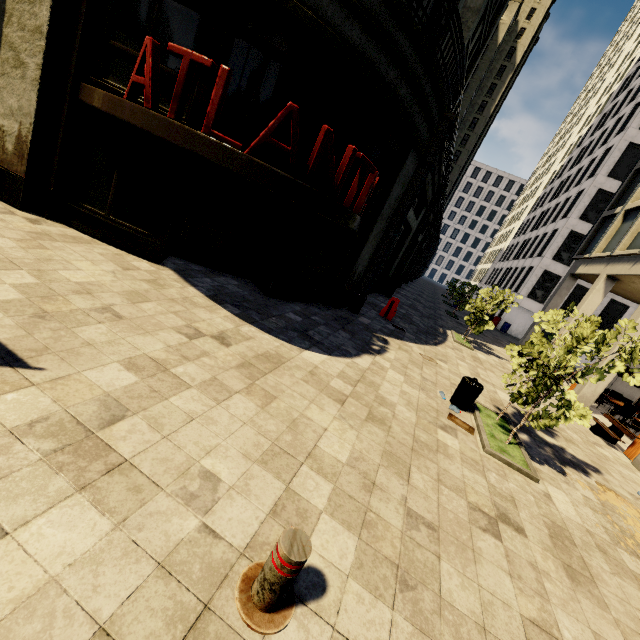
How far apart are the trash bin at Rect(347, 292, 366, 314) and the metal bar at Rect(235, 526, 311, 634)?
9.3 meters

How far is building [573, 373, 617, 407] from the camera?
13.0m

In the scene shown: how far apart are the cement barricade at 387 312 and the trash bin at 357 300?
1.7 meters

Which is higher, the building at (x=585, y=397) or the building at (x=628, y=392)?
the building at (x=628, y=392)

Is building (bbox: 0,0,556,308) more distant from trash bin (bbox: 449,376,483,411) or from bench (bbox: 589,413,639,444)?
trash bin (bbox: 449,376,483,411)

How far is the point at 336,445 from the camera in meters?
4.2 m

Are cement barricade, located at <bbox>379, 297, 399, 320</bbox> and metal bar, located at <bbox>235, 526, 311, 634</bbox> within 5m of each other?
no

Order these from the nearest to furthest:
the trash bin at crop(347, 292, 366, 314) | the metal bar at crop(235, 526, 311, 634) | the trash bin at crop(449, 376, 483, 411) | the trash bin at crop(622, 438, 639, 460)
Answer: the metal bar at crop(235, 526, 311, 634), the trash bin at crop(449, 376, 483, 411), the trash bin at crop(622, 438, 639, 460), the trash bin at crop(347, 292, 366, 314)
